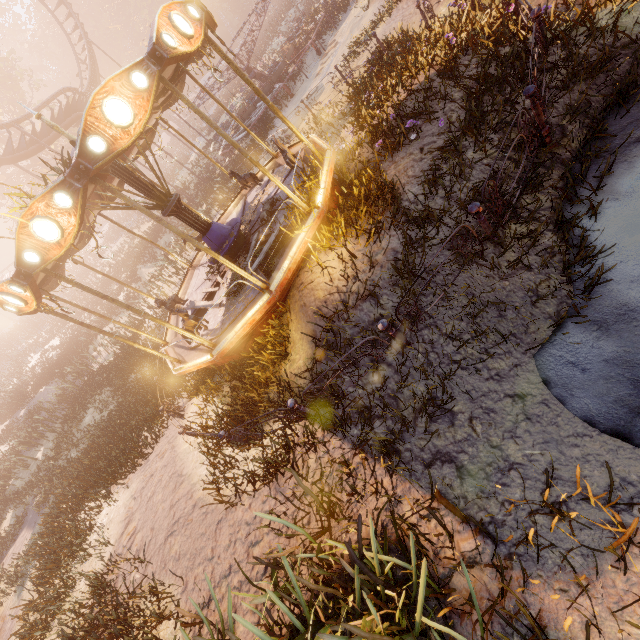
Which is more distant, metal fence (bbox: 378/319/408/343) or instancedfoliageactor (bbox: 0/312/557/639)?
metal fence (bbox: 378/319/408/343)

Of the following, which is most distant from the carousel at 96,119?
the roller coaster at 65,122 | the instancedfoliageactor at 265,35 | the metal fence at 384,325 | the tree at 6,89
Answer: the instancedfoliageactor at 265,35

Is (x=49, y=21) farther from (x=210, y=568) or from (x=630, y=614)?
(x=630, y=614)

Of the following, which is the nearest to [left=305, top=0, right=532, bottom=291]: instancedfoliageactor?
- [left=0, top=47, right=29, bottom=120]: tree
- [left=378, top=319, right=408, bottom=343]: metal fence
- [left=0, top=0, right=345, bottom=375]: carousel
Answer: [left=0, top=0, right=345, bottom=375]: carousel

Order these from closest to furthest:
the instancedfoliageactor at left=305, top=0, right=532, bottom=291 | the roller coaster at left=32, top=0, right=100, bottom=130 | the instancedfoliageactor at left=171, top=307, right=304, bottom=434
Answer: the instancedfoliageactor at left=305, top=0, right=532, bottom=291 → the instancedfoliageactor at left=171, top=307, right=304, bottom=434 → the roller coaster at left=32, top=0, right=100, bottom=130

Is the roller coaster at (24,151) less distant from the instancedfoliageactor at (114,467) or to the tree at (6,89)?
the tree at (6,89)

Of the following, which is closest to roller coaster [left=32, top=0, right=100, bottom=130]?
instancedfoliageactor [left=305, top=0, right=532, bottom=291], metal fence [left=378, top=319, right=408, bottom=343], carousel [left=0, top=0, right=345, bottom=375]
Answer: instancedfoliageactor [left=305, top=0, right=532, bottom=291]

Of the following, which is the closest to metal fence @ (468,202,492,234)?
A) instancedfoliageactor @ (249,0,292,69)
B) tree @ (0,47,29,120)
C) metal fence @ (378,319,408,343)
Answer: metal fence @ (378,319,408,343)
